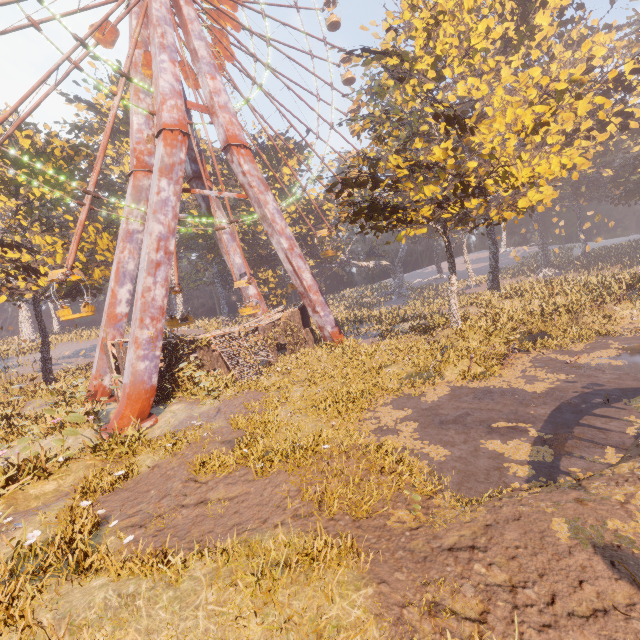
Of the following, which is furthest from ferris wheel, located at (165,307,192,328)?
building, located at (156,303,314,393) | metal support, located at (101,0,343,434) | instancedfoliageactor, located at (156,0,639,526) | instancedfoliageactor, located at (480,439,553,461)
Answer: instancedfoliageactor, located at (480,439,553,461)

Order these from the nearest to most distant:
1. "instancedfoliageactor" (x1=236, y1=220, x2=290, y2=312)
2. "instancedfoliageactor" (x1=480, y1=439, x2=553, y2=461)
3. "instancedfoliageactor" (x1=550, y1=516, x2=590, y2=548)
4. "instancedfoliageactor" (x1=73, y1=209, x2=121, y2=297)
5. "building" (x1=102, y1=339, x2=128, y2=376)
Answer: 1. "instancedfoliageactor" (x1=550, y1=516, x2=590, y2=548)
2. "instancedfoliageactor" (x1=480, y1=439, x2=553, y2=461)
3. "building" (x1=102, y1=339, x2=128, y2=376)
4. "instancedfoliageactor" (x1=73, y1=209, x2=121, y2=297)
5. "instancedfoliageactor" (x1=236, y1=220, x2=290, y2=312)

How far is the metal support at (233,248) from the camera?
27.3m

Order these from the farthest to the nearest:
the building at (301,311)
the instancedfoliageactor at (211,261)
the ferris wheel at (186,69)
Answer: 1. the instancedfoliageactor at (211,261)
2. the ferris wheel at (186,69)
3. the building at (301,311)

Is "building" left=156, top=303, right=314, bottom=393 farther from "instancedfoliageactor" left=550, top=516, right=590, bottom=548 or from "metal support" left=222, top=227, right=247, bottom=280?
"instancedfoliageactor" left=550, top=516, right=590, bottom=548

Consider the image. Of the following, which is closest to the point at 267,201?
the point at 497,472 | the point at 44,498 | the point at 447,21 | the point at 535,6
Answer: the point at 447,21

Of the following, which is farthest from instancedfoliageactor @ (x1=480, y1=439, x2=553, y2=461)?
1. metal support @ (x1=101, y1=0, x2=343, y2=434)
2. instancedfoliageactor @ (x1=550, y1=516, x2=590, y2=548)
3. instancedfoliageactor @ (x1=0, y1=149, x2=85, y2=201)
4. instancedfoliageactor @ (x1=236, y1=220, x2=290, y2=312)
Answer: instancedfoliageactor @ (x1=236, y1=220, x2=290, y2=312)

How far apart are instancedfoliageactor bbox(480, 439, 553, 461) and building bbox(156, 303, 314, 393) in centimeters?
1643cm
